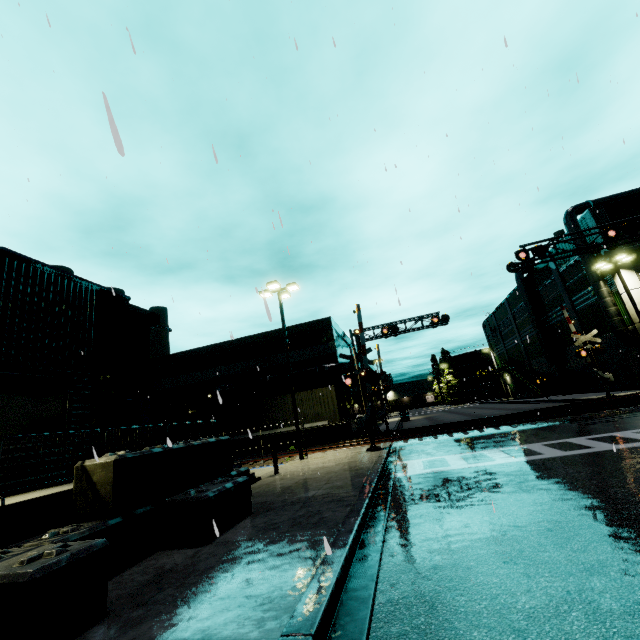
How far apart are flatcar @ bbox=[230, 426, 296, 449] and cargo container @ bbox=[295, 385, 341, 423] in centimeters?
1cm

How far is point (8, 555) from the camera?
4.16m

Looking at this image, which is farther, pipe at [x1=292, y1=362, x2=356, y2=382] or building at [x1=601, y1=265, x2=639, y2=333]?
pipe at [x1=292, y1=362, x2=356, y2=382]

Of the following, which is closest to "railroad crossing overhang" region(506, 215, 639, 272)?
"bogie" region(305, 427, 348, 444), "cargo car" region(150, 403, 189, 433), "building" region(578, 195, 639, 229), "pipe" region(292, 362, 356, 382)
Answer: "building" region(578, 195, 639, 229)

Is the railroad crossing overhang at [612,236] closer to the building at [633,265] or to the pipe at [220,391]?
the building at [633,265]

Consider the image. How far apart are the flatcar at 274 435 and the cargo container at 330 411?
0.01m

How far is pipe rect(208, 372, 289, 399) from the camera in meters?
28.8 m
